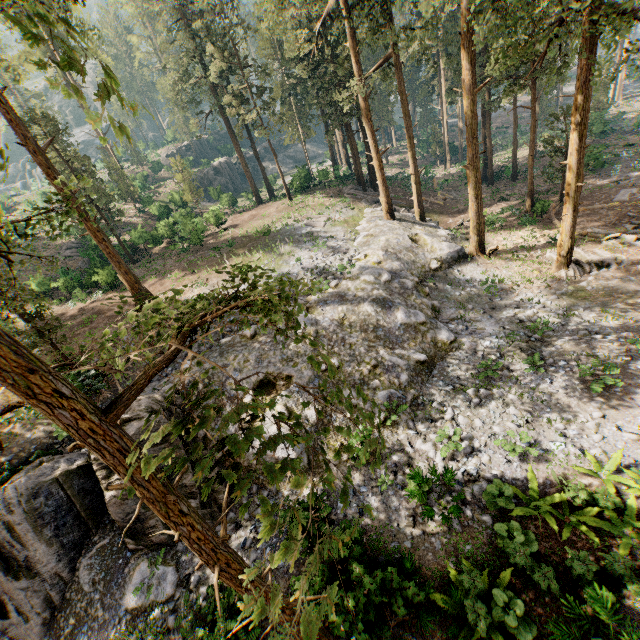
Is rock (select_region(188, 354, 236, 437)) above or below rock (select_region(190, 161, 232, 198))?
below

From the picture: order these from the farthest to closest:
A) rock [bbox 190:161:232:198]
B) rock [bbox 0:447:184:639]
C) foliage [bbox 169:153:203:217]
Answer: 1. rock [bbox 190:161:232:198]
2. foliage [bbox 169:153:203:217]
3. rock [bbox 0:447:184:639]

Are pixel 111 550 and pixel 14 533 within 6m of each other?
yes

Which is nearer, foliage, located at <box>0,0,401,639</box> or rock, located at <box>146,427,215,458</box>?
foliage, located at <box>0,0,401,639</box>

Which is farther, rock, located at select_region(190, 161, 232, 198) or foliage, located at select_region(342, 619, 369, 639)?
rock, located at select_region(190, 161, 232, 198)

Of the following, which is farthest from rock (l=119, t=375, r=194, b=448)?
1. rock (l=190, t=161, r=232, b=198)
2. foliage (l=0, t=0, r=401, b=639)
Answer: rock (l=190, t=161, r=232, b=198)

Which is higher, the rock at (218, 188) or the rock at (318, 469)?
the rock at (218, 188)

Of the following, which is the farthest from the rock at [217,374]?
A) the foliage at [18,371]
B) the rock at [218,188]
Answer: the rock at [218,188]
